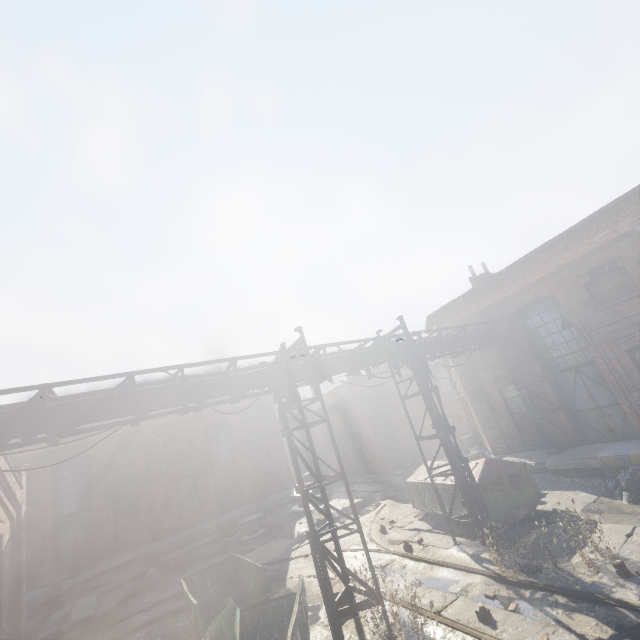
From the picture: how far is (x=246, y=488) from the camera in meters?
22.4

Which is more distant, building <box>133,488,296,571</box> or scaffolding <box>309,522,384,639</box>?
building <box>133,488,296,571</box>

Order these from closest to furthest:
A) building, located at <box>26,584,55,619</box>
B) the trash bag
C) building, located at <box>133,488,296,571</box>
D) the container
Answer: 1. the container
2. the trash bag
3. building, located at <box>26,584,55,619</box>
4. building, located at <box>133,488,296,571</box>

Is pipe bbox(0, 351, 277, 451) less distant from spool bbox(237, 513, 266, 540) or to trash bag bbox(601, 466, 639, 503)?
trash bag bbox(601, 466, 639, 503)

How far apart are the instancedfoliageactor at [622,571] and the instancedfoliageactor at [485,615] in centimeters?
255cm

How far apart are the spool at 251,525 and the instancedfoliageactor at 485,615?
15.4 meters

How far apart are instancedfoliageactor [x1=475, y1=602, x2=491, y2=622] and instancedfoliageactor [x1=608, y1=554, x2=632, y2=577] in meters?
2.6

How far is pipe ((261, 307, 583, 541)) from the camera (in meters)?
7.86
